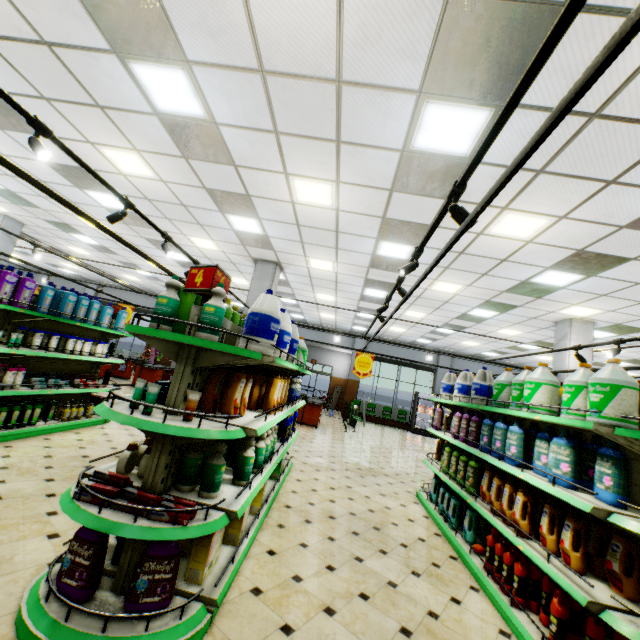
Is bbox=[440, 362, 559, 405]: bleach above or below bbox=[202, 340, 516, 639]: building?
above

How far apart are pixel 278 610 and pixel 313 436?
8.01m

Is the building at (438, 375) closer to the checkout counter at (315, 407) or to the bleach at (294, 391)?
the checkout counter at (315, 407)

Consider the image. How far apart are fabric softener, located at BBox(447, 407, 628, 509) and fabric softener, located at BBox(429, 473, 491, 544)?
0.9 meters

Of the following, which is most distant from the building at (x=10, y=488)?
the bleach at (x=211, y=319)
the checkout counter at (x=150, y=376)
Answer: the bleach at (x=211, y=319)

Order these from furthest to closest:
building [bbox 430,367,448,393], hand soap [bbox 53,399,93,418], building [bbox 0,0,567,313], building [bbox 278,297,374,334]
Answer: building [bbox 430,367,448,393] → building [bbox 278,297,374,334] → hand soap [bbox 53,399,93,418] → building [bbox 0,0,567,313]

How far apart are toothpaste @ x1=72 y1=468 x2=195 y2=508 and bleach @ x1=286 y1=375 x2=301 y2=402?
2.9 meters

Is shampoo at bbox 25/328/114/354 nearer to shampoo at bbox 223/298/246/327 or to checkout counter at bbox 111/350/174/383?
shampoo at bbox 223/298/246/327
